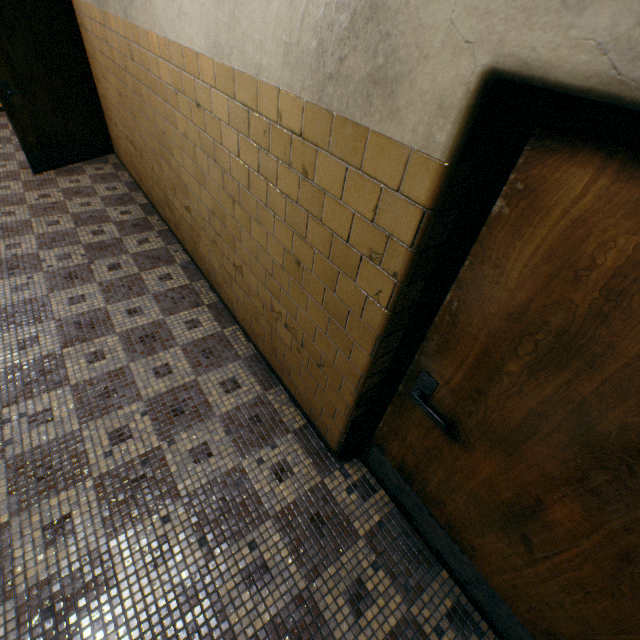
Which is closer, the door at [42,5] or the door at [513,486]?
the door at [513,486]

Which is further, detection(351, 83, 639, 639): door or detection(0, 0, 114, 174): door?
detection(0, 0, 114, 174): door

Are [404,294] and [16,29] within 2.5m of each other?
no
